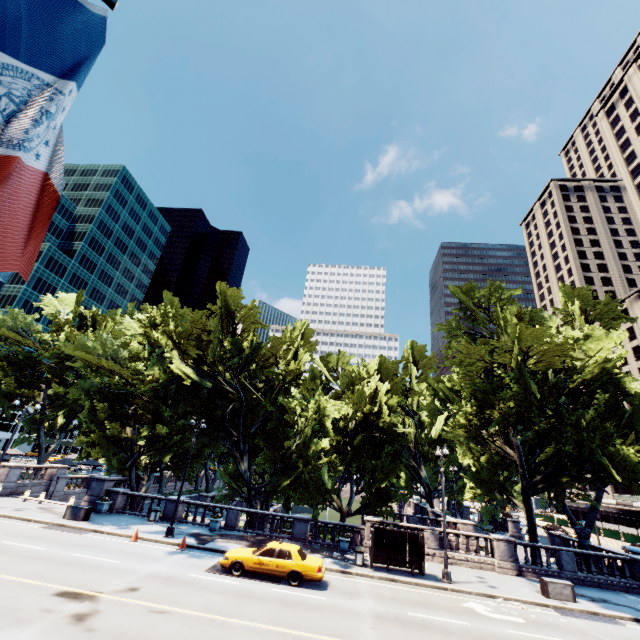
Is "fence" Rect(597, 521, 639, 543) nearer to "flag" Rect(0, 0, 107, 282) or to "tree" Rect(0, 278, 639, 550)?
"tree" Rect(0, 278, 639, 550)

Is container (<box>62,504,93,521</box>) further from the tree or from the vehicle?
the vehicle

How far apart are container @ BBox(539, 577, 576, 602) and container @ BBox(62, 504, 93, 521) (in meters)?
29.30

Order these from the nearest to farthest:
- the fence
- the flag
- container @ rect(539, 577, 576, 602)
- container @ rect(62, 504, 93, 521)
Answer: the flag < container @ rect(539, 577, 576, 602) < container @ rect(62, 504, 93, 521) < the fence

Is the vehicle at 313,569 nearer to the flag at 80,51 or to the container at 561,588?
the container at 561,588

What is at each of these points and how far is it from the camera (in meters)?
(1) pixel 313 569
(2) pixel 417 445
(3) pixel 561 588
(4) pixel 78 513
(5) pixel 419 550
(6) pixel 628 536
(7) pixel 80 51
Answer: (1) vehicle, 15.76
(2) tree, 48.91
(3) container, 18.20
(4) container, 22.16
(5) bus stop, 20.03
(6) fence, 44.22
(7) flag, 2.37

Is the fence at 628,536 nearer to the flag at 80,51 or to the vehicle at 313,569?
the vehicle at 313,569

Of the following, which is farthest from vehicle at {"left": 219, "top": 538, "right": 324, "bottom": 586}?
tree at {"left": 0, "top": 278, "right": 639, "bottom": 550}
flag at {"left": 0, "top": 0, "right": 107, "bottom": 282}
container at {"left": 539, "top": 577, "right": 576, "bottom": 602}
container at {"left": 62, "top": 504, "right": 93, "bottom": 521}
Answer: flag at {"left": 0, "top": 0, "right": 107, "bottom": 282}
